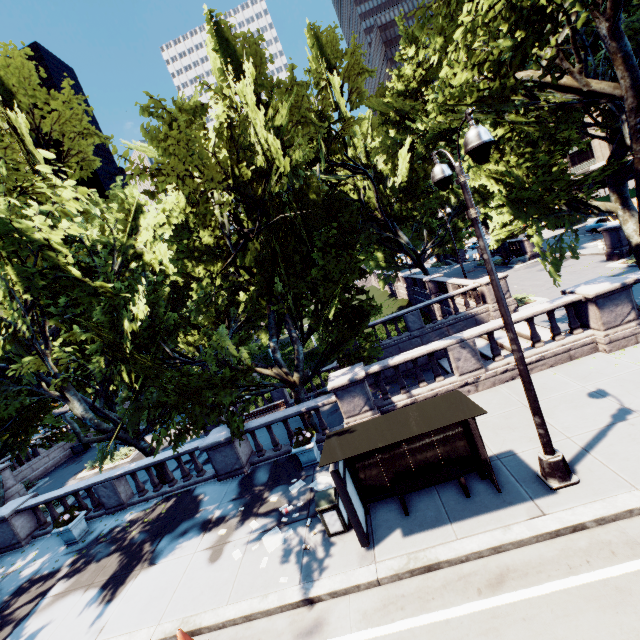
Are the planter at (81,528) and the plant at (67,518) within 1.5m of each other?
yes

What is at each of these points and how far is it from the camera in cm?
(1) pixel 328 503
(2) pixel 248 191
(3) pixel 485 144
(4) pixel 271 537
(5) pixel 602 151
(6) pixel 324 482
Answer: (1) garbage can, 768
(2) tree, 1162
(3) light, 501
(4) instancedfoliageactor, 854
(5) building, 5691
(6) instancedfoliageactor, 995

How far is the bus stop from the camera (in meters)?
6.43

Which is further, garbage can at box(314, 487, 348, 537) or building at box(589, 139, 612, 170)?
building at box(589, 139, 612, 170)

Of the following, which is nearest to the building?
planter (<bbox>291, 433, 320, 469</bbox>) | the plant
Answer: planter (<bbox>291, 433, 320, 469</bbox>)

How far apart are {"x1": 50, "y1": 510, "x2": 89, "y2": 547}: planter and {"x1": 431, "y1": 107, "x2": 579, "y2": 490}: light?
15.5 meters

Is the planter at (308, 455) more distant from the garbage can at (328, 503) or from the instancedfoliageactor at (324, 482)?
the garbage can at (328, 503)

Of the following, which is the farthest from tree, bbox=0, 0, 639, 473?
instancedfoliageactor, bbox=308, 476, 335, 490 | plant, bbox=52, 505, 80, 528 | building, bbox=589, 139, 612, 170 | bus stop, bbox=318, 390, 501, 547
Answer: building, bbox=589, 139, 612, 170
